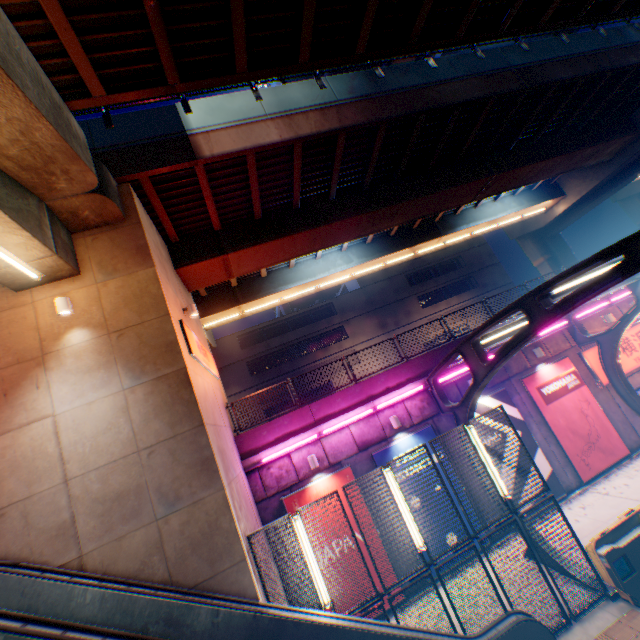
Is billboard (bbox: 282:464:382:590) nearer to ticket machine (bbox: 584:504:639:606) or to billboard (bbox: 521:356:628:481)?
ticket machine (bbox: 584:504:639:606)

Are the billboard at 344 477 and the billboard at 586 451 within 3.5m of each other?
no

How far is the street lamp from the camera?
7.75m

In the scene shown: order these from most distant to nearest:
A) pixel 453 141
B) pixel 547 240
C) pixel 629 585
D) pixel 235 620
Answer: pixel 547 240
pixel 453 141
pixel 629 585
pixel 235 620

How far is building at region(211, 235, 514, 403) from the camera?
33.1m

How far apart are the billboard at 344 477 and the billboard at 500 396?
4.5 meters

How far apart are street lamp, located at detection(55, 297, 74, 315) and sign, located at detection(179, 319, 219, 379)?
2.4m

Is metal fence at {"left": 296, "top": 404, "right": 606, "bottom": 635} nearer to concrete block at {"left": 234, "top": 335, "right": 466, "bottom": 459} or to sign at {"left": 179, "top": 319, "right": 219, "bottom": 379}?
concrete block at {"left": 234, "top": 335, "right": 466, "bottom": 459}
